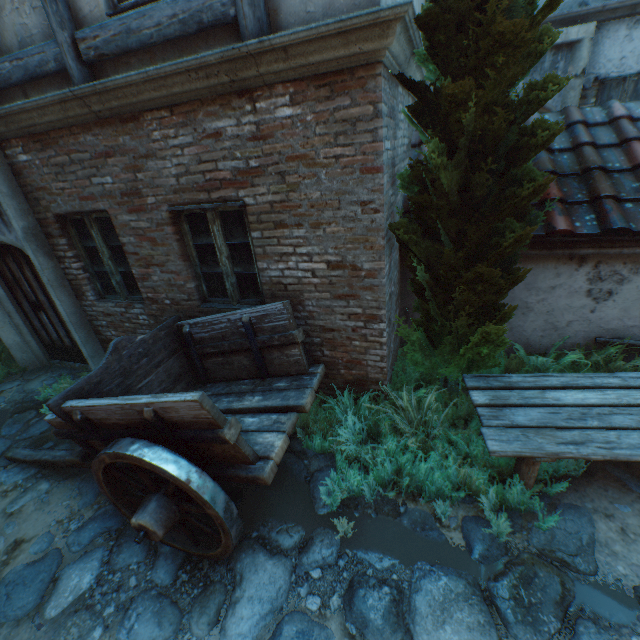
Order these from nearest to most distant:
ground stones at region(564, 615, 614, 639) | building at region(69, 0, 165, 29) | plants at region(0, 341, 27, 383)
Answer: ground stones at region(564, 615, 614, 639) → building at region(69, 0, 165, 29) → plants at region(0, 341, 27, 383)

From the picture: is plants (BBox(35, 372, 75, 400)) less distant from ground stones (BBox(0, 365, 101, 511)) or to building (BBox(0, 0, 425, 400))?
ground stones (BBox(0, 365, 101, 511))

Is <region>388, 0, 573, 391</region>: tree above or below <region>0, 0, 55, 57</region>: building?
below

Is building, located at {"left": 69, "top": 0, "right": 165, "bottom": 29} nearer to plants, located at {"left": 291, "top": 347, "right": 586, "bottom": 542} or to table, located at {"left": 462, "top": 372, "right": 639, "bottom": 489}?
plants, located at {"left": 291, "top": 347, "right": 586, "bottom": 542}

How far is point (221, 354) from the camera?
4.0 meters

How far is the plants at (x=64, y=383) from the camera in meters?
5.3 m

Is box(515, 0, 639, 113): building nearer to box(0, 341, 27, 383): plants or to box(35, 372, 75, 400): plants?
box(35, 372, 75, 400): plants

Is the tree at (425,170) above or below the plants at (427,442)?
above
